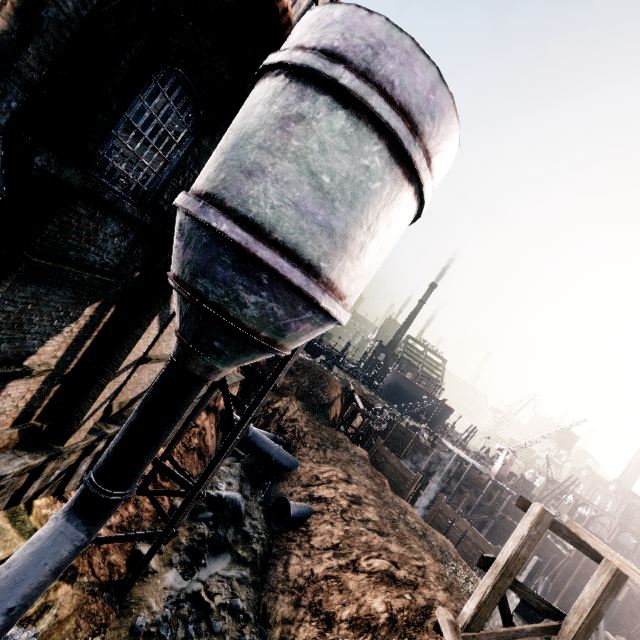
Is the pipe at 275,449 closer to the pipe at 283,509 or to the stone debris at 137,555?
the stone debris at 137,555

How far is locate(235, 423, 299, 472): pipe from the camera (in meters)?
24.42

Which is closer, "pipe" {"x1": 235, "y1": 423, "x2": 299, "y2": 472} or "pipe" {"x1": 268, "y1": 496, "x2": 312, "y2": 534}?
"pipe" {"x1": 268, "y1": 496, "x2": 312, "y2": 534}

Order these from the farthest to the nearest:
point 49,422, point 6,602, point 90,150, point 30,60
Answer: point 49,422 → point 6,602 → point 90,150 → point 30,60

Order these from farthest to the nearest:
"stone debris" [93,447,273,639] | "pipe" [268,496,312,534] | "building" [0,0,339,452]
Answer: "pipe" [268,496,312,534], "stone debris" [93,447,273,639], "building" [0,0,339,452]

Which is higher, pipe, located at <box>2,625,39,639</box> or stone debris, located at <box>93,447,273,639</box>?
pipe, located at <box>2,625,39,639</box>

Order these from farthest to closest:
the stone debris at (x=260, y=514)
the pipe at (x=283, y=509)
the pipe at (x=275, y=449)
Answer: the pipe at (x=275, y=449), the pipe at (x=283, y=509), the stone debris at (x=260, y=514)

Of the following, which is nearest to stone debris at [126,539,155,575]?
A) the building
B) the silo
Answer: the silo
